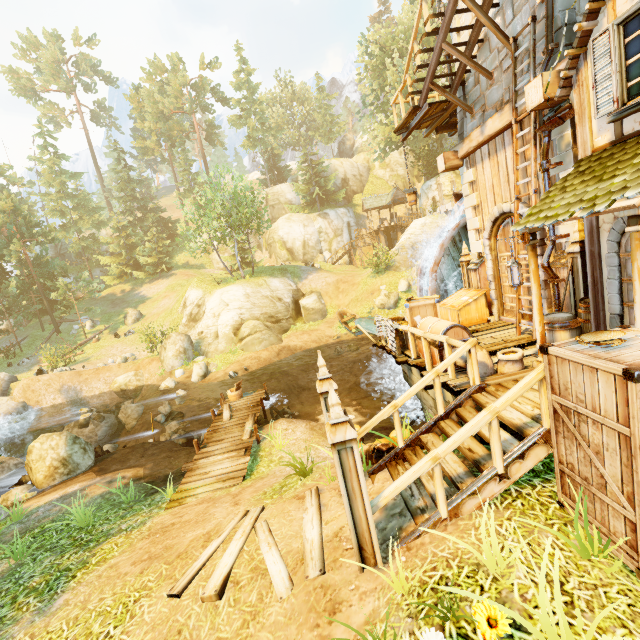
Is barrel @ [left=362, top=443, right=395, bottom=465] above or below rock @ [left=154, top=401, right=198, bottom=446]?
above

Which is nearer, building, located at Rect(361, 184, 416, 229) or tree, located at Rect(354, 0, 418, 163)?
tree, located at Rect(354, 0, 418, 163)

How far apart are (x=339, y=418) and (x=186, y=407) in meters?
16.8

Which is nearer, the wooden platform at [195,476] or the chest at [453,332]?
the chest at [453,332]

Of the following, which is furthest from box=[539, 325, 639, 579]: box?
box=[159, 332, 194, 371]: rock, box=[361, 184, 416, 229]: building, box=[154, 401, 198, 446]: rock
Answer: box=[361, 184, 416, 229]: building

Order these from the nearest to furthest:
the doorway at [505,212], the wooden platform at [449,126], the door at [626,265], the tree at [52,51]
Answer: the door at [626,265], the doorway at [505,212], the wooden platform at [449,126], the tree at [52,51]

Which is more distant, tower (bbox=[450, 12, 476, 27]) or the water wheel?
the water wheel

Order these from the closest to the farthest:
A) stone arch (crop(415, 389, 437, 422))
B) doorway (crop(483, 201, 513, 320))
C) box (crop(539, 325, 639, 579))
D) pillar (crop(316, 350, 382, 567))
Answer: box (crop(539, 325, 639, 579)), pillar (crop(316, 350, 382, 567)), stone arch (crop(415, 389, 437, 422)), doorway (crop(483, 201, 513, 320))
